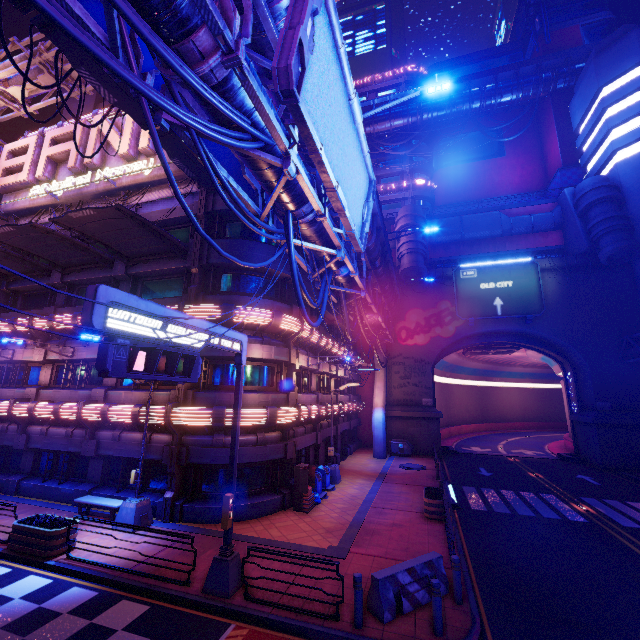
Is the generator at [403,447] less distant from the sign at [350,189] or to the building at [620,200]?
the building at [620,200]

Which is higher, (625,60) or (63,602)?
(625,60)

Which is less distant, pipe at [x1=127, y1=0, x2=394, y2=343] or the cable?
the cable

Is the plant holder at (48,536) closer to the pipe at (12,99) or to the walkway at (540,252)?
the pipe at (12,99)

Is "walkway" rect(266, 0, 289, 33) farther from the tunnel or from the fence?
the fence

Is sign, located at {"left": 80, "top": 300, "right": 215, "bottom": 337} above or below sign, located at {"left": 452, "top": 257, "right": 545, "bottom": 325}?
below

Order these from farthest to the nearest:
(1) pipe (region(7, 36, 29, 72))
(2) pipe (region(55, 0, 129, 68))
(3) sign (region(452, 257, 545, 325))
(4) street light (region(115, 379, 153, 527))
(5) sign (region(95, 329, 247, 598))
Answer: (3) sign (region(452, 257, 545, 325)) < (1) pipe (region(7, 36, 29, 72)) < (4) street light (region(115, 379, 153, 527)) < (5) sign (region(95, 329, 247, 598)) < (2) pipe (region(55, 0, 129, 68))

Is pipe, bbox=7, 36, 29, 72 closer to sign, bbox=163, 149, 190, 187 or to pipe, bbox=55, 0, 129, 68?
sign, bbox=163, 149, 190, 187
